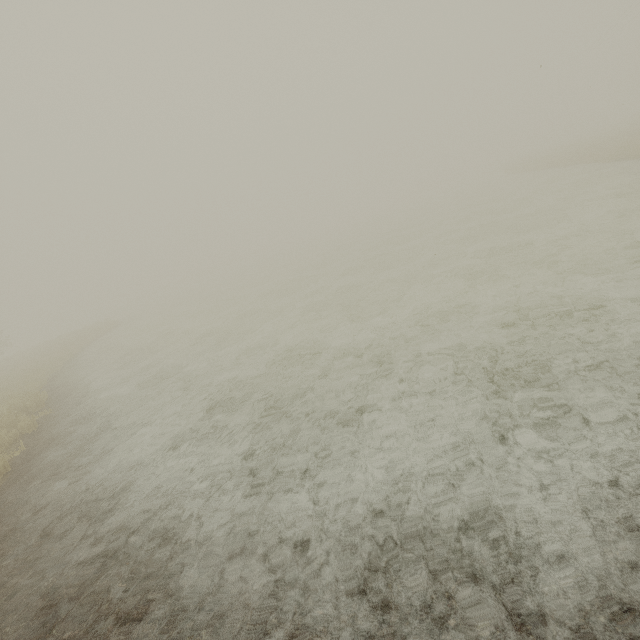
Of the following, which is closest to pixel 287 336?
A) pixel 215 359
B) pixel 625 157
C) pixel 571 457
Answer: pixel 215 359
